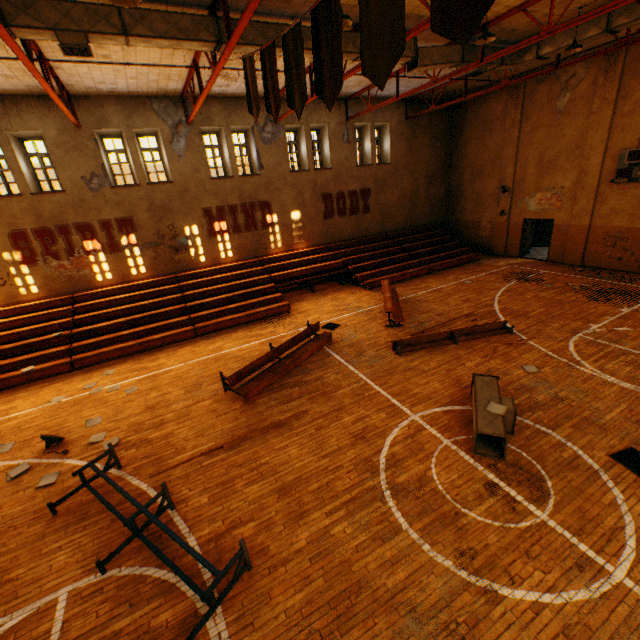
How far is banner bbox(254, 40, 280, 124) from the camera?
5.52m

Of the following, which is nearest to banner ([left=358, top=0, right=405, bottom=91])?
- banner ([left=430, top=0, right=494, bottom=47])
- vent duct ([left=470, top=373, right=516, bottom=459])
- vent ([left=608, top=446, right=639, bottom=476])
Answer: banner ([left=430, top=0, right=494, bottom=47])

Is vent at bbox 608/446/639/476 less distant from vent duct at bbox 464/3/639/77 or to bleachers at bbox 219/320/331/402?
bleachers at bbox 219/320/331/402

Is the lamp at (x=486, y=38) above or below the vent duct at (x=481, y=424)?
above

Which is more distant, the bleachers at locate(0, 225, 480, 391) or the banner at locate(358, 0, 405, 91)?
the bleachers at locate(0, 225, 480, 391)

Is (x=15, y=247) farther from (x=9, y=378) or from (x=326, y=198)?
(x=326, y=198)

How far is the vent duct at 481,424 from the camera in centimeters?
592cm

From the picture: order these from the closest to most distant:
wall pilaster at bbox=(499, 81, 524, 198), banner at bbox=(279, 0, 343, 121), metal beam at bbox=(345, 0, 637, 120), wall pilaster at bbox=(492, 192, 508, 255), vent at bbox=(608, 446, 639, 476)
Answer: banner at bbox=(279, 0, 343, 121), vent at bbox=(608, 446, 639, 476), metal beam at bbox=(345, 0, 637, 120), wall pilaster at bbox=(499, 81, 524, 198), wall pilaster at bbox=(492, 192, 508, 255)
